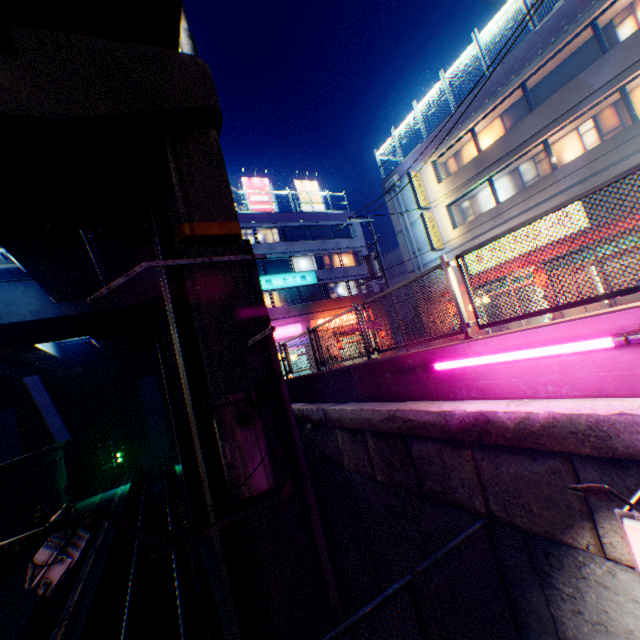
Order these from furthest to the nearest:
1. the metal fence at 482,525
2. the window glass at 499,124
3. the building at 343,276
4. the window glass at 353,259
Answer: the window glass at 353,259 < the building at 343,276 < the window glass at 499,124 < the metal fence at 482,525

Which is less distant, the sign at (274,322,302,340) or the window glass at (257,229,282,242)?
the sign at (274,322,302,340)

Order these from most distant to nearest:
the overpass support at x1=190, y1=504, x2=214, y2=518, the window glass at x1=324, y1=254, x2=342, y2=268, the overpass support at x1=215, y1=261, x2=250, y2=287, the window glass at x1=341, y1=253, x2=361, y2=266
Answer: the window glass at x1=341, y1=253, x2=361, y2=266
the window glass at x1=324, y1=254, x2=342, y2=268
the overpass support at x1=190, y1=504, x2=214, y2=518
the overpass support at x1=215, y1=261, x2=250, y2=287

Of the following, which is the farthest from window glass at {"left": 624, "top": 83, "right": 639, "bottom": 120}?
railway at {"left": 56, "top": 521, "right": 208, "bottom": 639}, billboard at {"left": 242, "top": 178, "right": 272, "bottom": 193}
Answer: railway at {"left": 56, "top": 521, "right": 208, "bottom": 639}

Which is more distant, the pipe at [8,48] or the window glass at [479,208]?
the window glass at [479,208]

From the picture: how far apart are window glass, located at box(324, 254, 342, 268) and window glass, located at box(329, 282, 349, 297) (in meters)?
1.43

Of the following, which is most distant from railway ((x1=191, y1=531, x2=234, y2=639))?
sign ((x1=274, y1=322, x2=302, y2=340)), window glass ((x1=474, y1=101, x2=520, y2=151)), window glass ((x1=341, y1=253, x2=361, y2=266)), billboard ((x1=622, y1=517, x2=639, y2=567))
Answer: window glass ((x1=474, y1=101, x2=520, y2=151))

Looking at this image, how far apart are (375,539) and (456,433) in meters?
4.1
